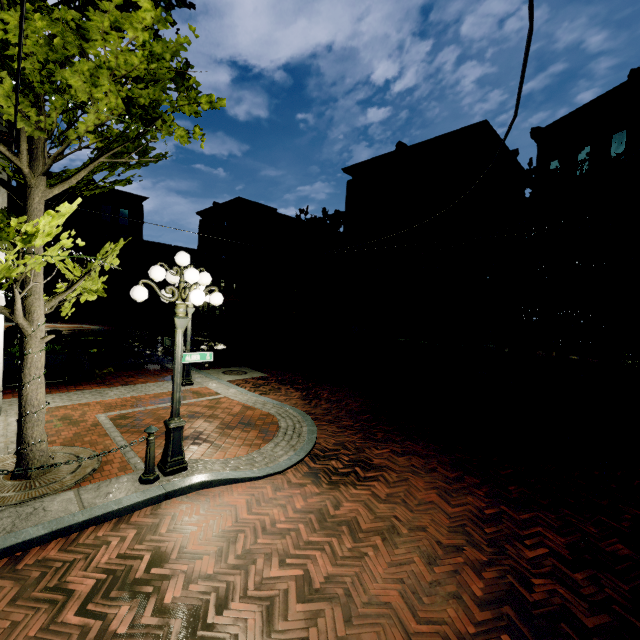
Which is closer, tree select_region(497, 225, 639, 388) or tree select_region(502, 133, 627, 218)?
tree select_region(502, 133, 627, 218)

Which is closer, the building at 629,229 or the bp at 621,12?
the building at 629,229

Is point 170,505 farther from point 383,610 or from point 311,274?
point 311,274

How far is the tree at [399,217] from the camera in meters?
17.2 m

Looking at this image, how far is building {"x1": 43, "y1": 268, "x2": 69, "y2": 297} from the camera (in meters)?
33.91

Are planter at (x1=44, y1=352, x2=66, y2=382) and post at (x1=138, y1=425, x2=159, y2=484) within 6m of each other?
no

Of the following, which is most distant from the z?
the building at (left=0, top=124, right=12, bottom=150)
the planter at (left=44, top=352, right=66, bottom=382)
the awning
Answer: the planter at (left=44, top=352, right=66, bottom=382)

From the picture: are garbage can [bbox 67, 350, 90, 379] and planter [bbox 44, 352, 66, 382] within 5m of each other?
yes
